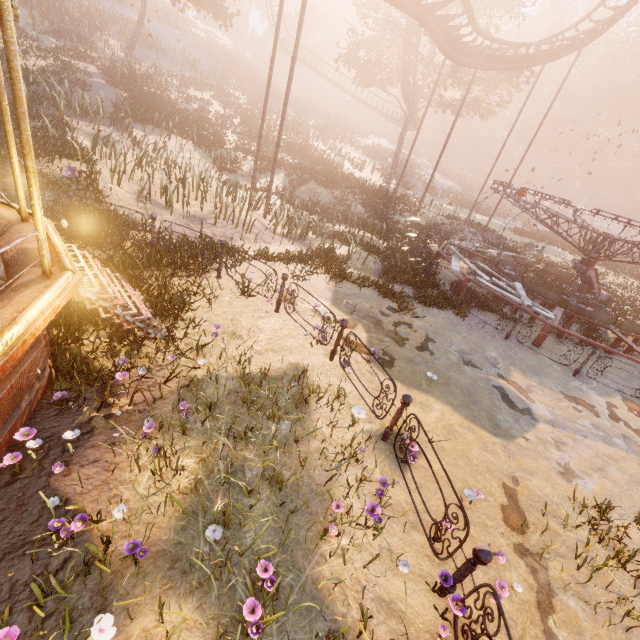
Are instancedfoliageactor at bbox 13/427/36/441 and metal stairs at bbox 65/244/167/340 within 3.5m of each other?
yes

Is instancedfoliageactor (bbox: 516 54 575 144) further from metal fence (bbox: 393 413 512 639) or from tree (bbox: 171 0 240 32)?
tree (bbox: 171 0 240 32)

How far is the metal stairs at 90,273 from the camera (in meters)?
4.90

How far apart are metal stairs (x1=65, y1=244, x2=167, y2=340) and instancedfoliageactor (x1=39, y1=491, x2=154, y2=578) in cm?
287

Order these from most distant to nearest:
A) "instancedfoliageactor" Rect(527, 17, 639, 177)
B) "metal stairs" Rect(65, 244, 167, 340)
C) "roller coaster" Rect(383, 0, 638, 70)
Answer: "instancedfoliageactor" Rect(527, 17, 639, 177) → "roller coaster" Rect(383, 0, 638, 70) → "metal stairs" Rect(65, 244, 167, 340)

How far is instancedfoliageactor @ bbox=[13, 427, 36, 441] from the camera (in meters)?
3.71

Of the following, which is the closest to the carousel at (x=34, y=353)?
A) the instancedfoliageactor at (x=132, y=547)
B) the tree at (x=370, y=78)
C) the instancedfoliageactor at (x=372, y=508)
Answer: the instancedfoliageactor at (x=132, y=547)

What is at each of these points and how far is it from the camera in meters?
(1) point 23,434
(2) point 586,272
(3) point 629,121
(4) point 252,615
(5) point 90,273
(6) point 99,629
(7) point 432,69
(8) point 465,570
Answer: (1) instancedfoliageactor, 3.8 m
(2) merry-go-round, 13.5 m
(3) instancedfoliageactor, 58.2 m
(4) instancedfoliageactor, 2.8 m
(5) metal stairs, 5.1 m
(6) instancedfoliageactor, 2.6 m
(7) tree, 26.4 m
(8) metal fence, 3.2 m
